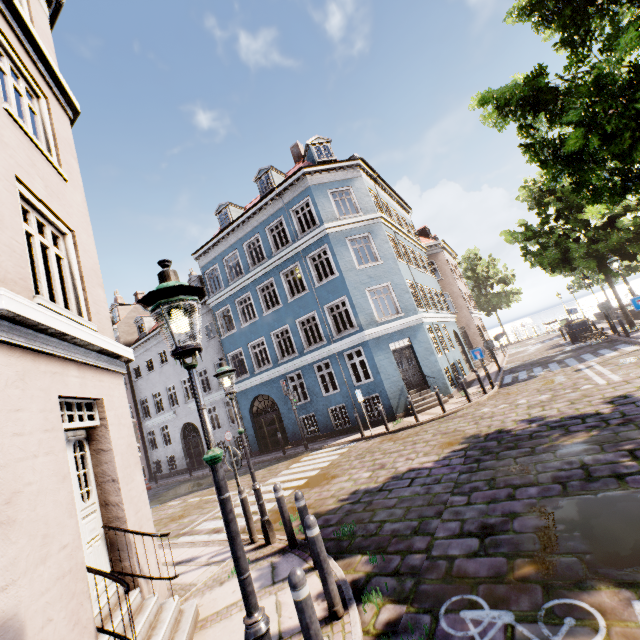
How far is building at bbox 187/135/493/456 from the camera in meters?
16.2 m

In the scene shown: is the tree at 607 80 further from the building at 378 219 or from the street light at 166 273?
the street light at 166 273

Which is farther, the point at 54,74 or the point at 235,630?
the point at 54,74

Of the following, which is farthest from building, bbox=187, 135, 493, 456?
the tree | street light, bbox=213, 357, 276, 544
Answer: the tree

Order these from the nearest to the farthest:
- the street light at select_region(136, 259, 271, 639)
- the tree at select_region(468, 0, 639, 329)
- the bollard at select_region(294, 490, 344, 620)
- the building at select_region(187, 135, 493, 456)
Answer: the street light at select_region(136, 259, 271, 639) < the bollard at select_region(294, 490, 344, 620) < the tree at select_region(468, 0, 639, 329) < the building at select_region(187, 135, 493, 456)

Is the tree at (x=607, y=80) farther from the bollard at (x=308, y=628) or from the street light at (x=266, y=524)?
the street light at (x=266, y=524)

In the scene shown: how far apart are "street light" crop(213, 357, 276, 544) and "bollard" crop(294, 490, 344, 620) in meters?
2.9 m
